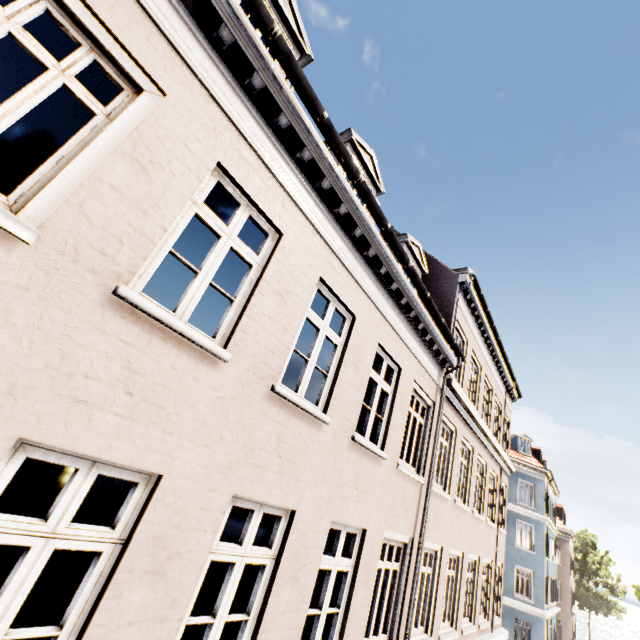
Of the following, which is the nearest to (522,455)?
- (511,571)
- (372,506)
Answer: (511,571)
